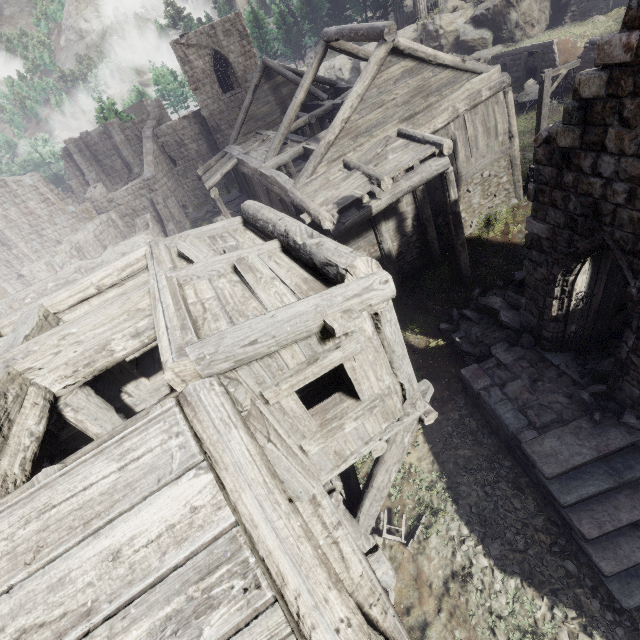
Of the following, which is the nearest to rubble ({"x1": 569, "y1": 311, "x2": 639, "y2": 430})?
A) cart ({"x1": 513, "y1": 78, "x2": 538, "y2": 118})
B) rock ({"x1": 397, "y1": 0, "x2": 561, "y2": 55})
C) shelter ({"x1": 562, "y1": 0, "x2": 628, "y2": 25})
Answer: cart ({"x1": 513, "y1": 78, "x2": 538, "y2": 118})

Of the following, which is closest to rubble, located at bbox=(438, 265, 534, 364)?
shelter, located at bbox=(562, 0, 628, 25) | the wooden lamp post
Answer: the wooden lamp post

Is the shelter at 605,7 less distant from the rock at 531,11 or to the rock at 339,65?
the rock at 531,11

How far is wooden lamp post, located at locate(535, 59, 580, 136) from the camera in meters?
12.4 m

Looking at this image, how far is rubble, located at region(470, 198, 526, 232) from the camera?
13.9m

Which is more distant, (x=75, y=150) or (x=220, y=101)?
(x=75, y=150)

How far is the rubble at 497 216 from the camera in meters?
13.9

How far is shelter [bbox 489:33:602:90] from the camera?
20.0 meters
